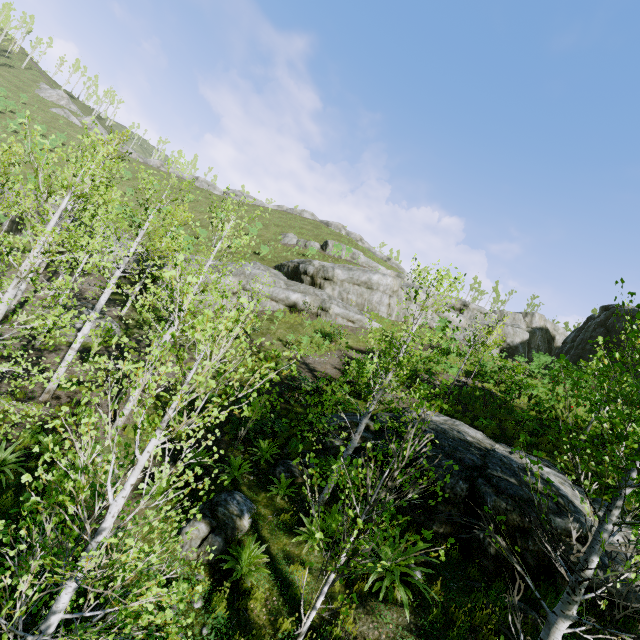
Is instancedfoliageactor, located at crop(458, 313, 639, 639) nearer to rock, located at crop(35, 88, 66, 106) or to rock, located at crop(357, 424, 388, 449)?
rock, located at crop(357, 424, 388, 449)

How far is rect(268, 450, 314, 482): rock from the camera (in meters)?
9.48

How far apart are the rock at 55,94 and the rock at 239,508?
80.53m

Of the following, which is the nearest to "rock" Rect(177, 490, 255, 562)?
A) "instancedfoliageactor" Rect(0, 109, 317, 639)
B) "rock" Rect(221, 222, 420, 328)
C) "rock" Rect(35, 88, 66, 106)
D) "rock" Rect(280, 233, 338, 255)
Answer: "instancedfoliageactor" Rect(0, 109, 317, 639)

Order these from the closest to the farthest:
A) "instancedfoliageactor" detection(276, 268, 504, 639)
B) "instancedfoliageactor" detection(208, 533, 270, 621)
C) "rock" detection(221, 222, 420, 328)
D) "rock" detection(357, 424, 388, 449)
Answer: "instancedfoliageactor" detection(276, 268, 504, 639), "instancedfoliageactor" detection(208, 533, 270, 621), "rock" detection(357, 424, 388, 449), "rock" detection(221, 222, 420, 328)

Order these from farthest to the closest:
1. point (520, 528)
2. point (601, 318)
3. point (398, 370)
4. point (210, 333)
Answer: point (601, 318), point (398, 370), point (520, 528), point (210, 333)

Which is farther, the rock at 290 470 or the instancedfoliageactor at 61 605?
the rock at 290 470

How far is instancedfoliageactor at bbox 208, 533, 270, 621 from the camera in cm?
590
